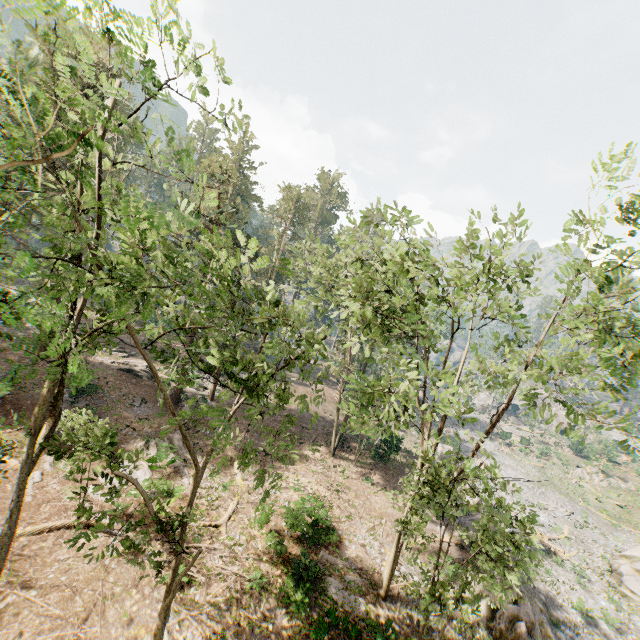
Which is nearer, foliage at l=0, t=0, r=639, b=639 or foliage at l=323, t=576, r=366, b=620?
foliage at l=0, t=0, r=639, b=639

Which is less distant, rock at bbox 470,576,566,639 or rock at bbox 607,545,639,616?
rock at bbox 470,576,566,639

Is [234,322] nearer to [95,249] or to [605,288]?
[95,249]

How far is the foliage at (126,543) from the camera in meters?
7.8 m

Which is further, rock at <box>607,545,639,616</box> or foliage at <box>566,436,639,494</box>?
foliage at <box>566,436,639,494</box>

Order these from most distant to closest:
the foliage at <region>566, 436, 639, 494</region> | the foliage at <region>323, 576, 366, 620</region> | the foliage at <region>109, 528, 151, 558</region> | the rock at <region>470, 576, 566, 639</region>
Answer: the foliage at <region>566, 436, 639, 494</region>
the rock at <region>470, 576, 566, 639</region>
the foliage at <region>323, 576, 366, 620</region>
the foliage at <region>109, 528, 151, 558</region>

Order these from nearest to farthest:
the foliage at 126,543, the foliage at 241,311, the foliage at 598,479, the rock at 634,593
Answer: the foliage at 241,311 < the foliage at 126,543 < the rock at 634,593 < the foliage at 598,479
